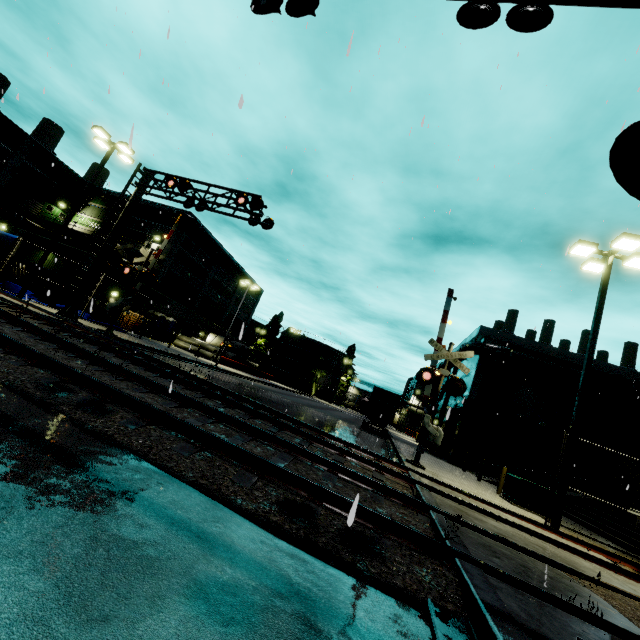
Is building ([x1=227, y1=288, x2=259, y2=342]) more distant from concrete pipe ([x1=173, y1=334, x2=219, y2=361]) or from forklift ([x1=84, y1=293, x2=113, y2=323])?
forklift ([x1=84, y1=293, x2=113, y2=323])

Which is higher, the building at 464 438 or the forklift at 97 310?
the building at 464 438

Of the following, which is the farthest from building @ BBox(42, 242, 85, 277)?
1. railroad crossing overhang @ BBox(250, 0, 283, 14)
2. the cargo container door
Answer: the cargo container door

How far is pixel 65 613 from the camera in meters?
1.6 m

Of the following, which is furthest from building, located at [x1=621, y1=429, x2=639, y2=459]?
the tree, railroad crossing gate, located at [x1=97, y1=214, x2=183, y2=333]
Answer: railroad crossing gate, located at [x1=97, y1=214, x2=183, y2=333]

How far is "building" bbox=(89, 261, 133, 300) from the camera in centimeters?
2961cm

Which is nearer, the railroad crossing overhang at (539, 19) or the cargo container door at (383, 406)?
the railroad crossing overhang at (539, 19)
